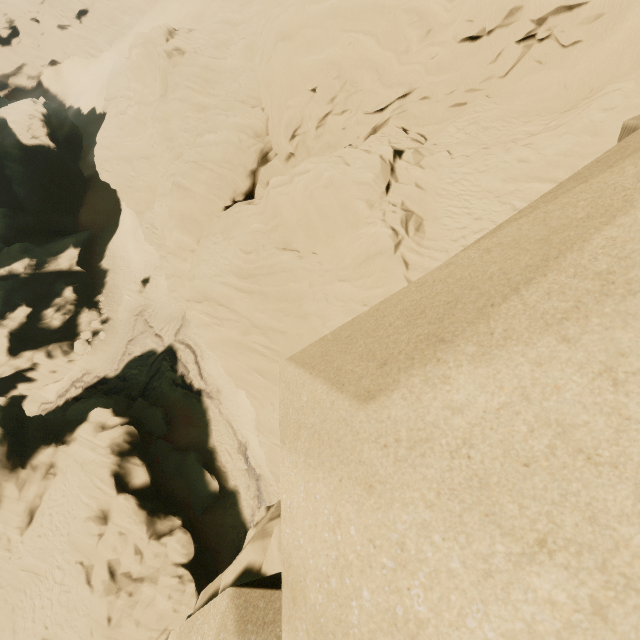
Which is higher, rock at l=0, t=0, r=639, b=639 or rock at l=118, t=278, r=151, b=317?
rock at l=0, t=0, r=639, b=639

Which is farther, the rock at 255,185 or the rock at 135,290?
the rock at 135,290

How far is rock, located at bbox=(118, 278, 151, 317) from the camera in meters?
37.7 m

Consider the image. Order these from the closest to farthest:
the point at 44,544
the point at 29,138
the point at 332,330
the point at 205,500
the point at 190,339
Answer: the point at 332,330, the point at 44,544, the point at 205,500, the point at 190,339, the point at 29,138

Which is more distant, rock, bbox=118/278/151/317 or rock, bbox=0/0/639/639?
rock, bbox=118/278/151/317

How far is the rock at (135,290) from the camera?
37.7m
